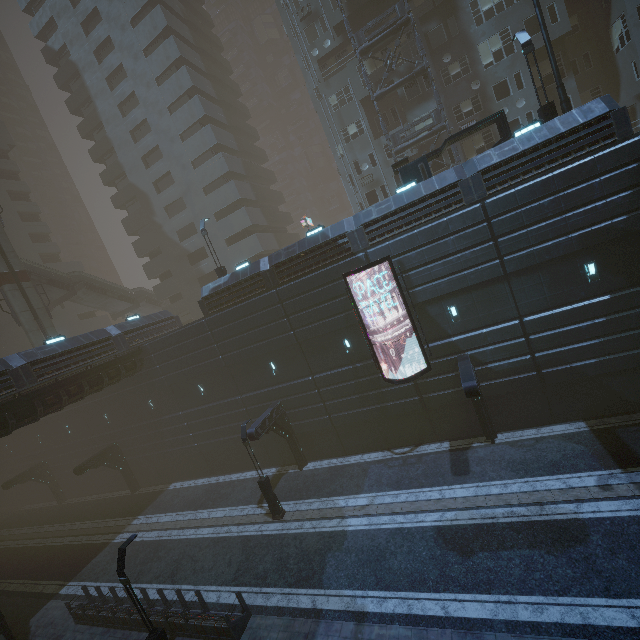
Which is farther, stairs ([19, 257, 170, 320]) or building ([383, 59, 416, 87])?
stairs ([19, 257, 170, 320])

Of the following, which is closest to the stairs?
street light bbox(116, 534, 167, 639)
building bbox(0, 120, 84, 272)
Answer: building bbox(0, 120, 84, 272)

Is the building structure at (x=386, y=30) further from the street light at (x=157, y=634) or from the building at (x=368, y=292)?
the street light at (x=157, y=634)

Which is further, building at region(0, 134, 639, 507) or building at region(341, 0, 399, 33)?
building at region(341, 0, 399, 33)

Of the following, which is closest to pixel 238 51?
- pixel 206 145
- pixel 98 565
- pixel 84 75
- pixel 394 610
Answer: pixel 84 75

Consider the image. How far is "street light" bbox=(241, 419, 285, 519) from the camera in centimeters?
1756cm

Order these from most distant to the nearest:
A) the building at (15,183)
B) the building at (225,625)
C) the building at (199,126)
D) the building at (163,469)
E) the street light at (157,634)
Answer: the building at (15,183) → the building at (199,126) → the building at (163,469) → the building at (225,625) → the street light at (157,634)

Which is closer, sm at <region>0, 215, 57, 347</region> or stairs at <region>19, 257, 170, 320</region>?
sm at <region>0, 215, 57, 347</region>
